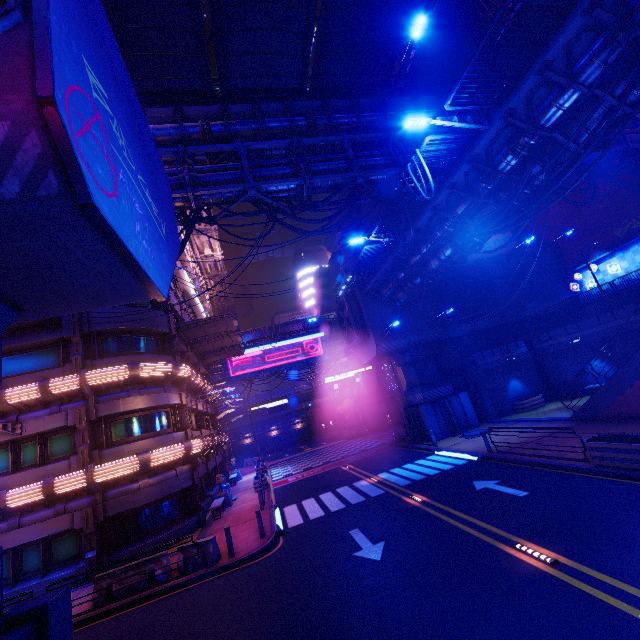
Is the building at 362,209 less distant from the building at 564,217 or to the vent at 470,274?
the vent at 470,274

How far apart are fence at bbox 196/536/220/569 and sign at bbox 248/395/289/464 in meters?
26.6 m

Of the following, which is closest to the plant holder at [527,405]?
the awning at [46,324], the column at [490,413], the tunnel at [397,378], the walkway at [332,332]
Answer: the column at [490,413]

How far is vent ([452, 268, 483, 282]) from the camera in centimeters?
2877cm

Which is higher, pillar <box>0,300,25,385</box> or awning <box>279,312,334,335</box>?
awning <box>279,312,334,335</box>

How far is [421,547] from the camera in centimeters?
941cm

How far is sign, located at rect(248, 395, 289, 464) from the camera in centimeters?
3903cm

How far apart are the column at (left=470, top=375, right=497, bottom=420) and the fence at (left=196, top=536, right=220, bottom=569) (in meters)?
20.93
